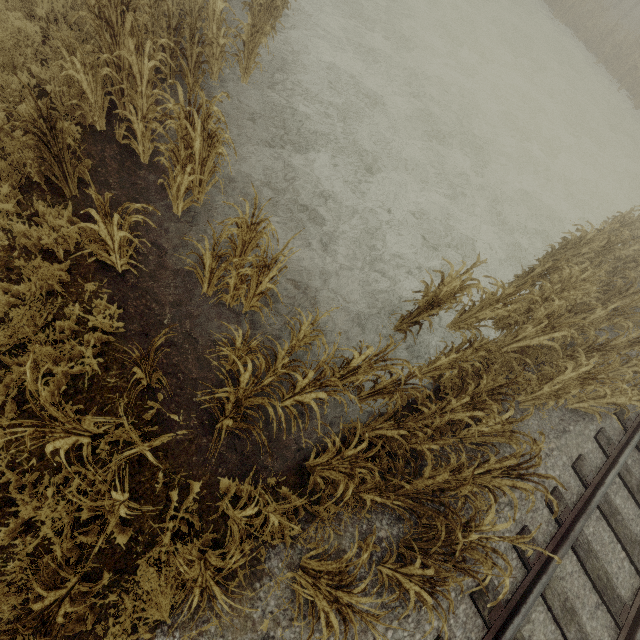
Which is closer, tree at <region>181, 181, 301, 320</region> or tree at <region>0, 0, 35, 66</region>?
tree at <region>181, 181, 301, 320</region>

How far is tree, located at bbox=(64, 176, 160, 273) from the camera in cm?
347

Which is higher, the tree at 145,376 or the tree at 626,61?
the tree at 626,61

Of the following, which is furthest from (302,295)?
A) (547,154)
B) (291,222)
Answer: (547,154)

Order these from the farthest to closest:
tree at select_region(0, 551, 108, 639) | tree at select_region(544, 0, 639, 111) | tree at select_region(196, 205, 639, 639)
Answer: tree at select_region(544, 0, 639, 111)
tree at select_region(196, 205, 639, 639)
tree at select_region(0, 551, 108, 639)

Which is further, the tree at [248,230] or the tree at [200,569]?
the tree at [248,230]
